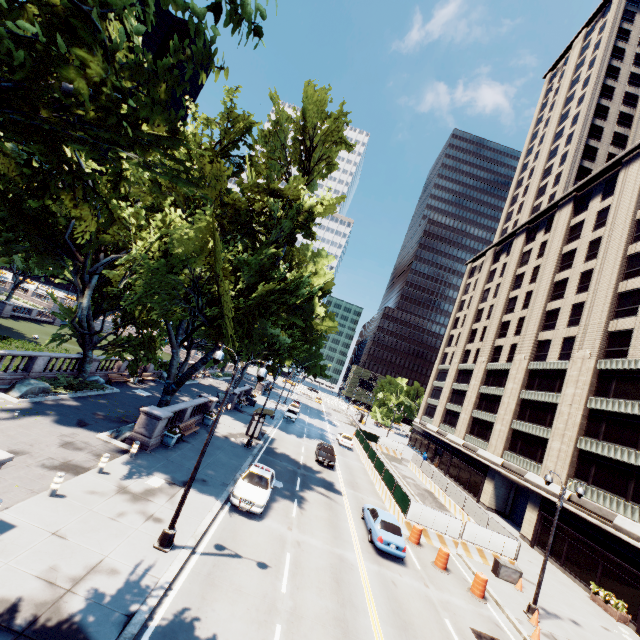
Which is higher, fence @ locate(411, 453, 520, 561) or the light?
fence @ locate(411, 453, 520, 561)

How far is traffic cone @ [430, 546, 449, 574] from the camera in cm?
1858

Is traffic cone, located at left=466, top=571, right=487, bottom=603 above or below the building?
below

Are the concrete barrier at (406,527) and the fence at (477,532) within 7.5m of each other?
yes

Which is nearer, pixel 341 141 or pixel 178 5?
pixel 178 5

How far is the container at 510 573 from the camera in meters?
20.2

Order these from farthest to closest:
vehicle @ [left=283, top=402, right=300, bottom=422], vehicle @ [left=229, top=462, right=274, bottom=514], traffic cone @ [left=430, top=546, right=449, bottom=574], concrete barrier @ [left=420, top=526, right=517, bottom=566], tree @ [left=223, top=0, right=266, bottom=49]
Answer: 1. vehicle @ [left=283, top=402, right=300, bottom=422]
2. concrete barrier @ [left=420, top=526, right=517, bottom=566]
3. traffic cone @ [left=430, top=546, right=449, bottom=574]
4. vehicle @ [left=229, top=462, right=274, bottom=514]
5. tree @ [left=223, top=0, right=266, bottom=49]

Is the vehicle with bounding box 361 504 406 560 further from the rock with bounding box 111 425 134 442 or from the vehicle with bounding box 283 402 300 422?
the vehicle with bounding box 283 402 300 422
